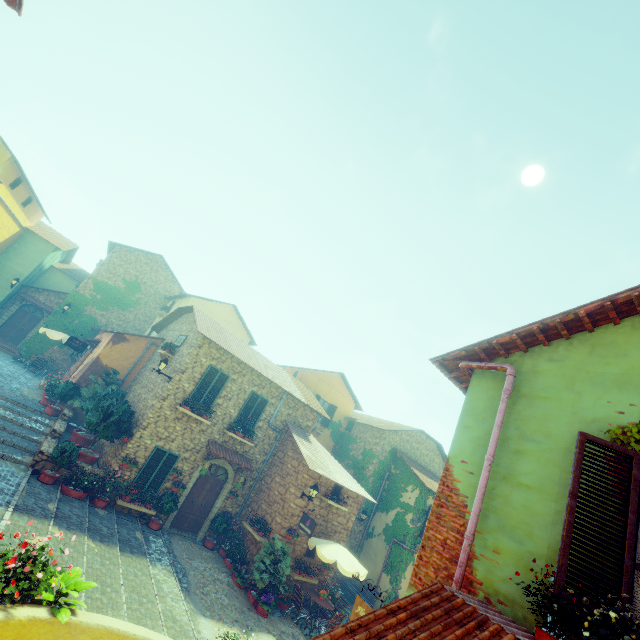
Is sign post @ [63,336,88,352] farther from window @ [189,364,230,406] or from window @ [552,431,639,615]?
window @ [552,431,639,615]

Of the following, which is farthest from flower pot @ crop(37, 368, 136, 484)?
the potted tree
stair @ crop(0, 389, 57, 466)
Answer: the potted tree

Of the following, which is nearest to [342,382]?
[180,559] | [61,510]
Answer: [180,559]

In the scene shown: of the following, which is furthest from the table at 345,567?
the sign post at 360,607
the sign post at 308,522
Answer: the sign post at 360,607

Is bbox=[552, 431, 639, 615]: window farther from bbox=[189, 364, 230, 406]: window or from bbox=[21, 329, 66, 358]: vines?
bbox=[21, 329, 66, 358]: vines

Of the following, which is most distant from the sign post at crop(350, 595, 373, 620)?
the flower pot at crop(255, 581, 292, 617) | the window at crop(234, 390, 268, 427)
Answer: the window at crop(234, 390, 268, 427)

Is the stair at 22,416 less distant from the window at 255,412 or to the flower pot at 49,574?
the flower pot at 49,574

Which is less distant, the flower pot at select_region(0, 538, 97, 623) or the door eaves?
the flower pot at select_region(0, 538, 97, 623)
